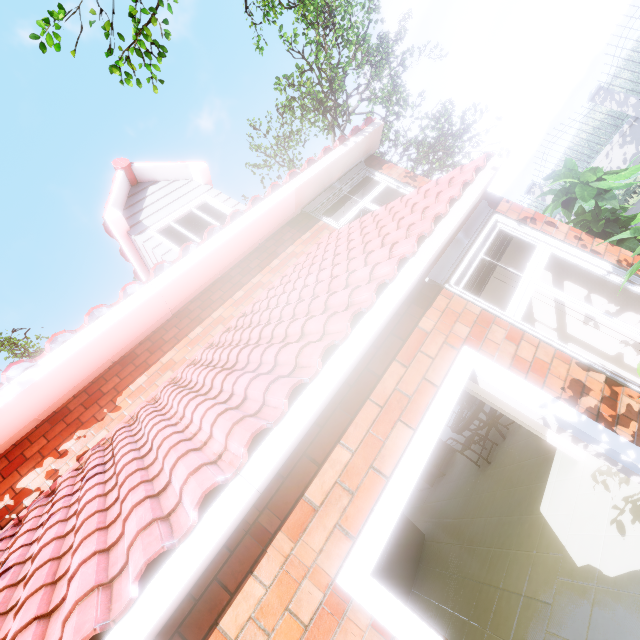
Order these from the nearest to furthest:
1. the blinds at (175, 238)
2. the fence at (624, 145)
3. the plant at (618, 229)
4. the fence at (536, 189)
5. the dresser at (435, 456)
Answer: the plant at (618, 229) < the blinds at (175, 238) < the dresser at (435, 456) < the fence at (624, 145) < the fence at (536, 189)

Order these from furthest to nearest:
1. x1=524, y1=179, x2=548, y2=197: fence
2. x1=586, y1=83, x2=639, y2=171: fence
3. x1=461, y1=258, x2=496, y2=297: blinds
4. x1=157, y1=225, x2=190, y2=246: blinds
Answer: x1=524, y1=179, x2=548, y2=197: fence < x1=586, y1=83, x2=639, y2=171: fence < x1=157, y1=225, x2=190, y2=246: blinds < x1=461, y1=258, x2=496, y2=297: blinds

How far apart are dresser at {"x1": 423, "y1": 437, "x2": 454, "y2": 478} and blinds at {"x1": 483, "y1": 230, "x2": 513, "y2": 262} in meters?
7.3 m

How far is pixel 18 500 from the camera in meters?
3.5

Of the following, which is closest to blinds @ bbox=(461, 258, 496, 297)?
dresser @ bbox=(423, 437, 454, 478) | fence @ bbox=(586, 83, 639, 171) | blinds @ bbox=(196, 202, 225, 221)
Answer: blinds @ bbox=(196, 202, 225, 221)

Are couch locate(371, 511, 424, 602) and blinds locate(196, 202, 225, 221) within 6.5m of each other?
no

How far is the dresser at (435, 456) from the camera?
8.94m

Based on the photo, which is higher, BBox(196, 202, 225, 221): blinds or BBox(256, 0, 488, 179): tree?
BBox(256, 0, 488, 179): tree
